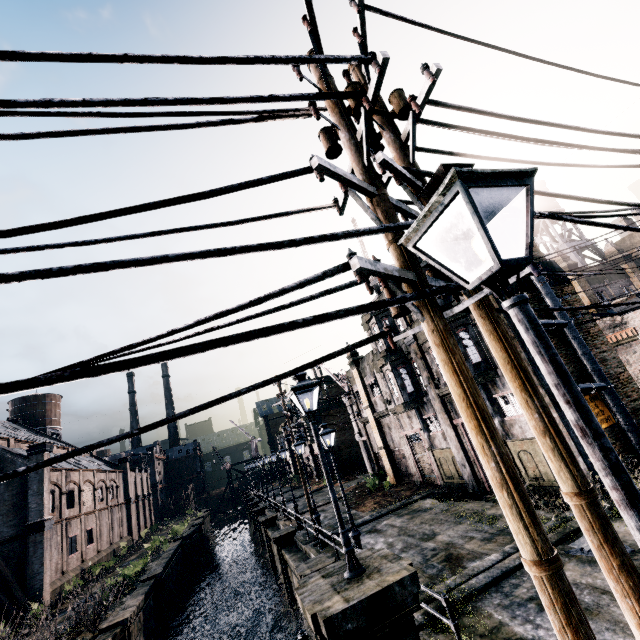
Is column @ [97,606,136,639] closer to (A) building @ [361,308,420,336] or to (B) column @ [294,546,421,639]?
(B) column @ [294,546,421,639]

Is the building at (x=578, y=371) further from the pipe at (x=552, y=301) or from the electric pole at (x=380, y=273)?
the electric pole at (x=380, y=273)

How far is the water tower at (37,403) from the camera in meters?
A: 52.9

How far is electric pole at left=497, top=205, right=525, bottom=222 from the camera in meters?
3.6 m

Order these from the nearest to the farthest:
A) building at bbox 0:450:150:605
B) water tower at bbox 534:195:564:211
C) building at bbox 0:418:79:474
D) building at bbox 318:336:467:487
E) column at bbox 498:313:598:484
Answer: column at bbox 498:313:598:484 → building at bbox 318:336:467:487 → building at bbox 0:450:150:605 → building at bbox 0:418:79:474 → water tower at bbox 534:195:564:211

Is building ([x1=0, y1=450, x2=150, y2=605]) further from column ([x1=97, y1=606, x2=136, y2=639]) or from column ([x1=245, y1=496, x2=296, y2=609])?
column ([x1=245, y1=496, x2=296, y2=609])

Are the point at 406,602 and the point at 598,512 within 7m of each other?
yes

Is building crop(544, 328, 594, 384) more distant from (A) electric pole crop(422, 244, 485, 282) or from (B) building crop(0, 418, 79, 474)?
(B) building crop(0, 418, 79, 474)
